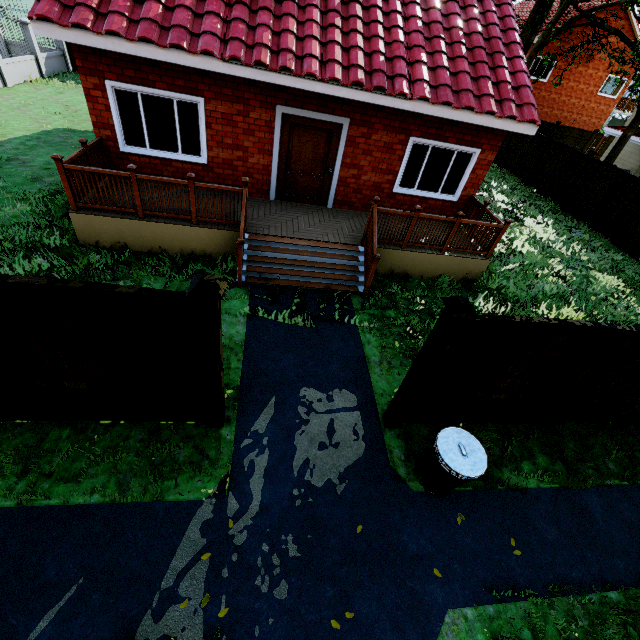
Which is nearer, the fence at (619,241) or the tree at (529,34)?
the tree at (529,34)

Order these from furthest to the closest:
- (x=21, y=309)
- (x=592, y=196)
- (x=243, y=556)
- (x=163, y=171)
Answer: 1. (x=592, y=196)
2. (x=163, y=171)
3. (x=243, y=556)
4. (x=21, y=309)

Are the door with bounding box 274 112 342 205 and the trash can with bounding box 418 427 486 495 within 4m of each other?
no

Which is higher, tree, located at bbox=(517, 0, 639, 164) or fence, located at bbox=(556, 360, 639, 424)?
tree, located at bbox=(517, 0, 639, 164)

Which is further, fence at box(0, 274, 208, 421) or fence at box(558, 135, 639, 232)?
fence at box(558, 135, 639, 232)

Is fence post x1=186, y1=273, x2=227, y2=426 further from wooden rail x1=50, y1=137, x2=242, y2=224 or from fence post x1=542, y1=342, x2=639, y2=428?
fence post x1=542, y1=342, x2=639, y2=428

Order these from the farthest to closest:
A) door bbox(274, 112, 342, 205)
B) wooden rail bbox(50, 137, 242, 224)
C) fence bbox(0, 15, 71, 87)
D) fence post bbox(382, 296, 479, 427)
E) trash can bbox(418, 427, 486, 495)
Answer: fence bbox(0, 15, 71, 87), door bbox(274, 112, 342, 205), wooden rail bbox(50, 137, 242, 224), trash can bbox(418, 427, 486, 495), fence post bbox(382, 296, 479, 427)

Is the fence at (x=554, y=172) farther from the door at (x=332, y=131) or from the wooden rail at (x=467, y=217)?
the door at (x=332, y=131)
